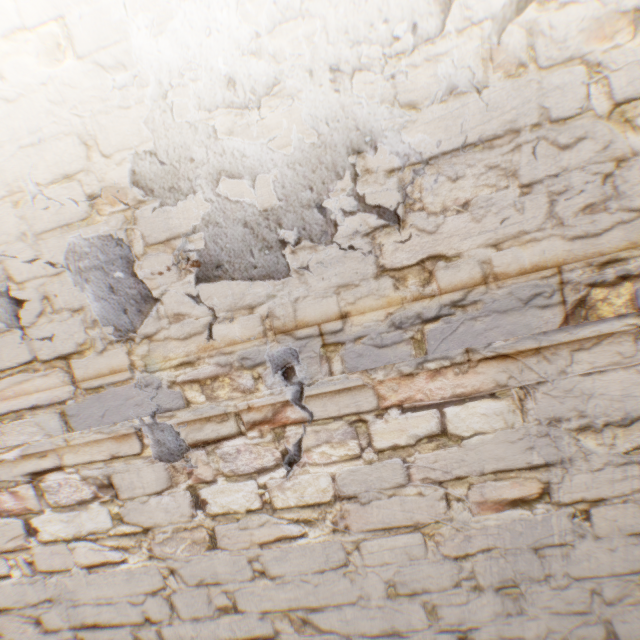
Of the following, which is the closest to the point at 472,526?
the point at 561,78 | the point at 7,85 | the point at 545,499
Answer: the point at 545,499
